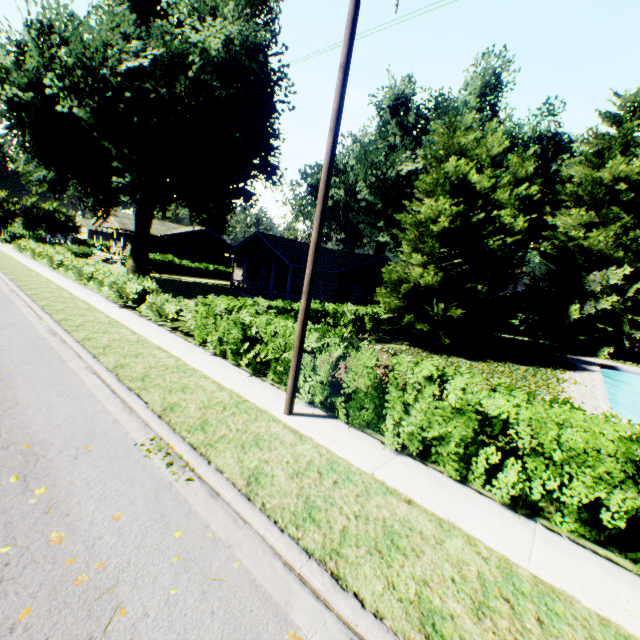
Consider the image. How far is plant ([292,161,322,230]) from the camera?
37.9 meters

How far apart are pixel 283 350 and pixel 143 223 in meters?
24.9 m

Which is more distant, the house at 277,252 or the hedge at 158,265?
the hedge at 158,265

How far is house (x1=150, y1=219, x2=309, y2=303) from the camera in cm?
2614

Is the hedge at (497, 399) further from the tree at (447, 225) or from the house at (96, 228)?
the house at (96, 228)

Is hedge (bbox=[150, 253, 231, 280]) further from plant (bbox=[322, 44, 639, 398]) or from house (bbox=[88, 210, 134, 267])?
plant (bbox=[322, 44, 639, 398])

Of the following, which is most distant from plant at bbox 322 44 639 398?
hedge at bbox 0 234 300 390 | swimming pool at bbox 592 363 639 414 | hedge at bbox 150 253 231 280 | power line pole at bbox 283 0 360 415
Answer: power line pole at bbox 283 0 360 415

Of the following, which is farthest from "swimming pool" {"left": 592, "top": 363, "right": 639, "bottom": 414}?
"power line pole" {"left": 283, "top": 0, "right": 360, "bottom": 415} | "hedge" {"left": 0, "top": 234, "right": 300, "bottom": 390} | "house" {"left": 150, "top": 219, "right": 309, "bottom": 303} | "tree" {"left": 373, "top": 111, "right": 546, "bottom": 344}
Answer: "house" {"left": 150, "top": 219, "right": 309, "bottom": 303}
